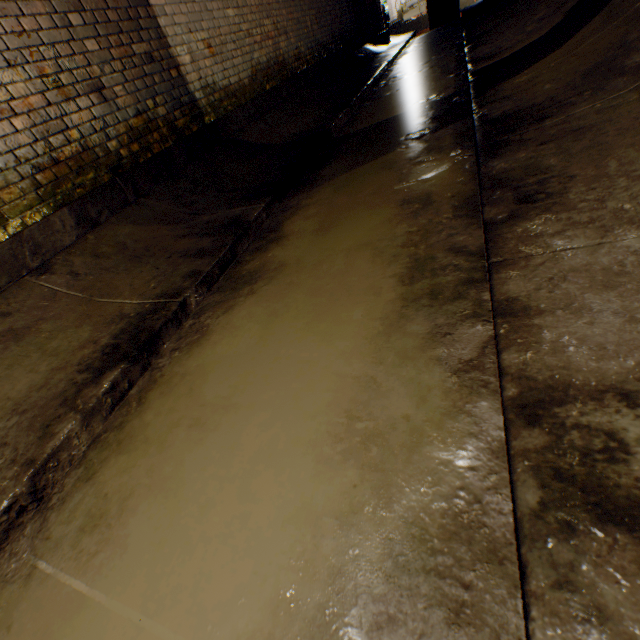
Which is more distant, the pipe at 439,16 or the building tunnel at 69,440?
the pipe at 439,16

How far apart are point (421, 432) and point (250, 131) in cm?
492

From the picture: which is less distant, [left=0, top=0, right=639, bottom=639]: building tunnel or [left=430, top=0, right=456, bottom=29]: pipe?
[left=0, top=0, right=639, bottom=639]: building tunnel
